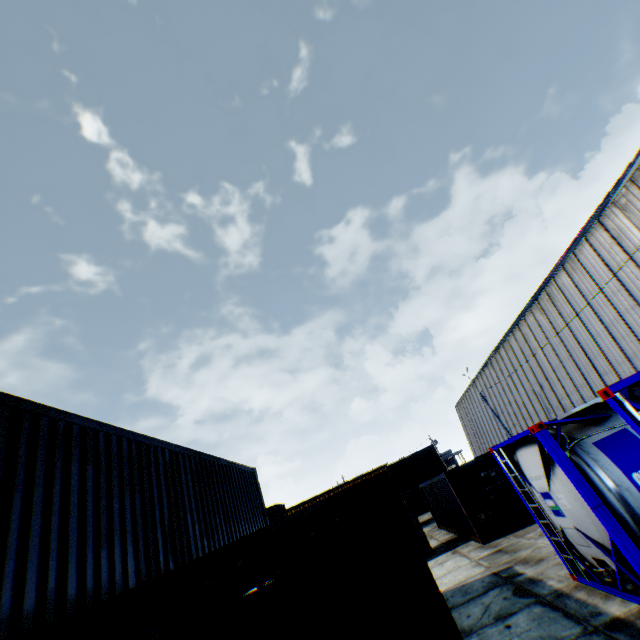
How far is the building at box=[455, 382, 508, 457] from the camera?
40.4m

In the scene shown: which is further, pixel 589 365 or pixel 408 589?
pixel 589 365

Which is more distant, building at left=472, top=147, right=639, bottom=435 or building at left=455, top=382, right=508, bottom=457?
building at left=455, top=382, right=508, bottom=457

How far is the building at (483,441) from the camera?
40.4 meters

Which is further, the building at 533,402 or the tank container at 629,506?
the building at 533,402

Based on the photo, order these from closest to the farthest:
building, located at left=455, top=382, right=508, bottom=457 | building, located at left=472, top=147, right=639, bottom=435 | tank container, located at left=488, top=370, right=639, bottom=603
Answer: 1. tank container, located at left=488, top=370, right=639, bottom=603
2. building, located at left=472, top=147, right=639, bottom=435
3. building, located at left=455, top=382, right=508, bottom=457

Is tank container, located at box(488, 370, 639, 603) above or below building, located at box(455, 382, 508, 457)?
below
